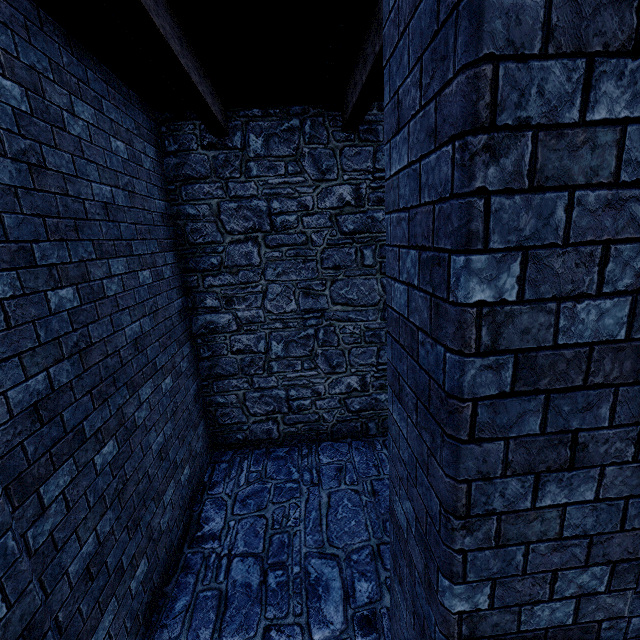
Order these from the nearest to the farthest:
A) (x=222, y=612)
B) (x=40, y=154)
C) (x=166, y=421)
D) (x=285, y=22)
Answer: (x=40, y=154), (x=285, y=22), (x=222, y=612), (x=166, y=421)
